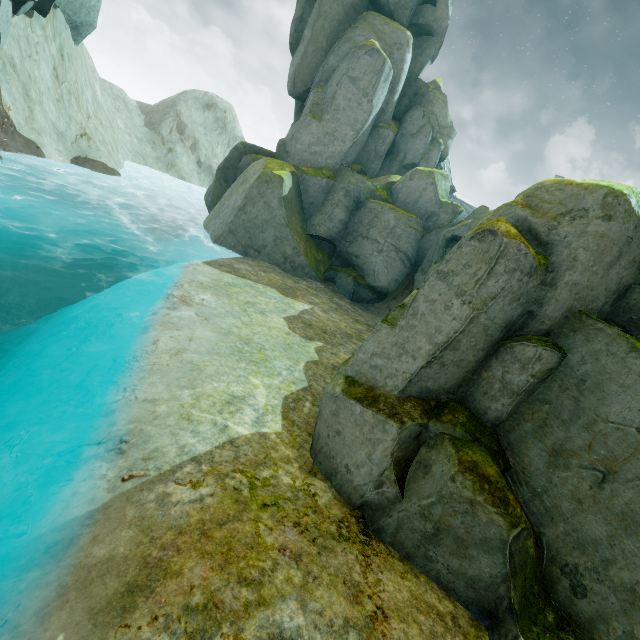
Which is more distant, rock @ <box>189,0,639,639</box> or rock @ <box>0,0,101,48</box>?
rock @ <box>0,0,101,48</box>

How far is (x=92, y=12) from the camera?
22.8m

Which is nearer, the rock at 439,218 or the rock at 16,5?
the rock at 439,218
